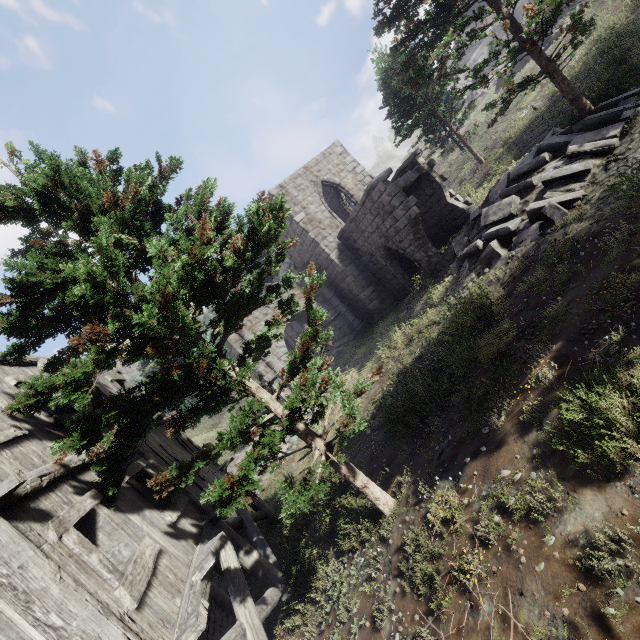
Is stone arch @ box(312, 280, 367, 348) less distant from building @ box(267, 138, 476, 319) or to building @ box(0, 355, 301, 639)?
building @ box(267, 138, 476, 319)

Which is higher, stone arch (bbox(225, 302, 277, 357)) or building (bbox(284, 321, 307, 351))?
stone arch (bbox(225, 302, 277, 357))

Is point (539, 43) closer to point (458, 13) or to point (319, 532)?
point (458, 13)

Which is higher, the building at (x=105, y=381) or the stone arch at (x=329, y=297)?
the building at (x=105, y=381)

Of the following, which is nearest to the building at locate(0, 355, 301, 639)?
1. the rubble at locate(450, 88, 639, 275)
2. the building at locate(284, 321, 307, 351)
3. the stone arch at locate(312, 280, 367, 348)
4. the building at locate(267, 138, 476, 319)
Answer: the stone arch at locate(312, 280, 367, 348)

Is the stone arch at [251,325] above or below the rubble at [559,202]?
above

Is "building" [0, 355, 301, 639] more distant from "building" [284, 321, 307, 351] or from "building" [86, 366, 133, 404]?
"building" [284, 321, 307, 351]

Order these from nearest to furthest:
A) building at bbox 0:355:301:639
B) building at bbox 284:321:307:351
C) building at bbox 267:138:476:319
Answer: building at bbox 0:355:301:639 < building at bbox 267:138:476:319 < building at bbox 284:321:307:351
